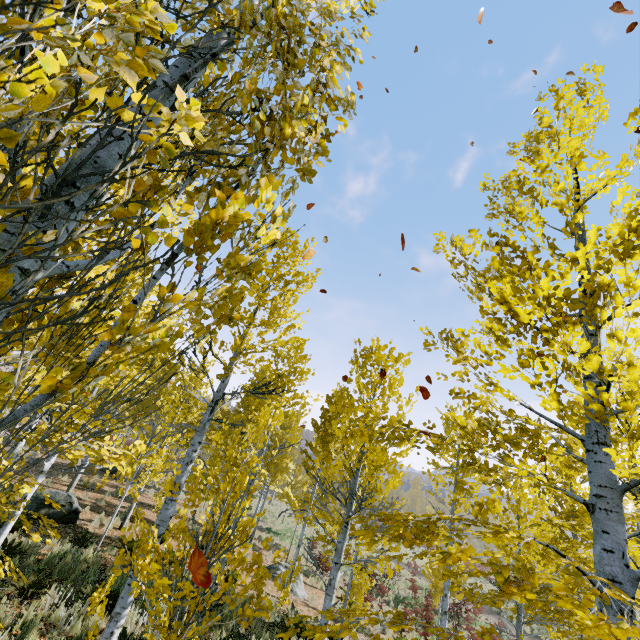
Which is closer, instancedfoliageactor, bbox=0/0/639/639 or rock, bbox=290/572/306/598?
instancedfoliageactor, bbox=0/0/639/639

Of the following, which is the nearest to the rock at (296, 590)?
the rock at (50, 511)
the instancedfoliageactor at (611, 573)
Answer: the instancedfoliageactor at (611, 573)

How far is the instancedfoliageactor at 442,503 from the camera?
13.6m

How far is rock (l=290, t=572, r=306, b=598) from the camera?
13.71m

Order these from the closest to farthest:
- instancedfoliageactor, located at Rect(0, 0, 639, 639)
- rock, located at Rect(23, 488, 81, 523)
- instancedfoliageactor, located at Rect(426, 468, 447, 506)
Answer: instancedfoliageactor, located at Rect(0, 0, 639, 639)
rock, located at Rect(23, 488, 81, 523)
instancedfoliageactor, located at Rect(426, 468, 447, 506)

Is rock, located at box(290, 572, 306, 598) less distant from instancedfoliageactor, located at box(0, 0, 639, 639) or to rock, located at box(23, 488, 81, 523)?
instancedfoliageactor, located at box(0, 0, 639, 639)

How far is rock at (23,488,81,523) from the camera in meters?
10.6

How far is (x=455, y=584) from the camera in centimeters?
2970cm
